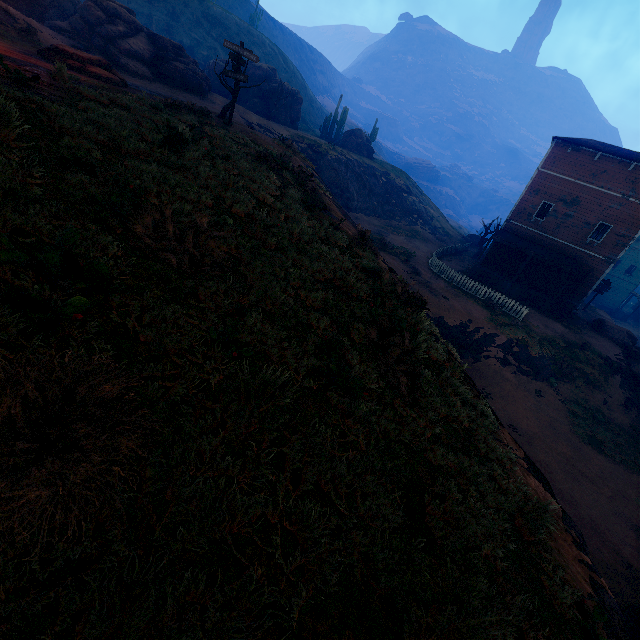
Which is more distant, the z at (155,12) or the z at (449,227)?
the z at (155,12)

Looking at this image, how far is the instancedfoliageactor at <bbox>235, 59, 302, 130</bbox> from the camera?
34.6 meters

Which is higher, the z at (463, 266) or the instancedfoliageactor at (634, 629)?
the z at (463, 266)

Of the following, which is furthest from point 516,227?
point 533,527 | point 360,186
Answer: point 533,527

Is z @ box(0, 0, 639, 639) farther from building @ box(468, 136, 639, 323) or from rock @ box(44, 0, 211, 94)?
rock @ box(44, 0, 211, 94)

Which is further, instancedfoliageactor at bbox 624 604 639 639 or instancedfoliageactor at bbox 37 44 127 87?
instancedfoliageactor at bbox 37 44 127 87

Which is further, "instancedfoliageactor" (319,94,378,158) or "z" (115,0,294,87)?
"z" (115,0,294,87)

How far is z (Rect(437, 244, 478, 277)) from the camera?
29.35m
